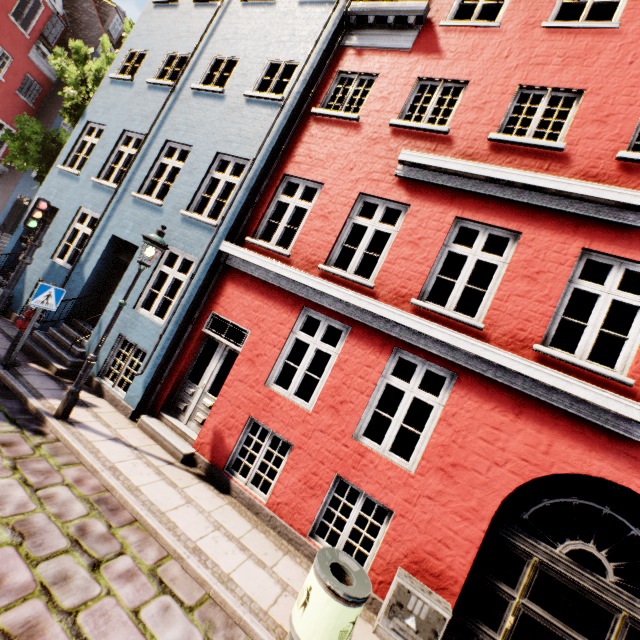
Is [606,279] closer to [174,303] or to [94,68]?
[174,303]

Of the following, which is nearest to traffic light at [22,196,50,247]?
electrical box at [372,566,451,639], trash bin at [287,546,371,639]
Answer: trash bin at [287,546,371,639]

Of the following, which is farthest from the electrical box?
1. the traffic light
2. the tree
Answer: the tree

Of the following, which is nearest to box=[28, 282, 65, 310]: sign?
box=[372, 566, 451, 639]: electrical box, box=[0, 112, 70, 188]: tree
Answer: box=[372, 566, 451, 639]: electrical box

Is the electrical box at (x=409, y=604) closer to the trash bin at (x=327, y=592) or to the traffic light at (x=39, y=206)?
the trash bin at (x=327, y=592)

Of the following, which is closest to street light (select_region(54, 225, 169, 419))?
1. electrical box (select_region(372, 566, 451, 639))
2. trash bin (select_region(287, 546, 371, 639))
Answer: trash bin (select_region(287, 546, 371, 639))

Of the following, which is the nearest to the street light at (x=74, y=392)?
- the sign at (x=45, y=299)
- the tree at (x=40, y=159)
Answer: the sign at (x=45, y=299)

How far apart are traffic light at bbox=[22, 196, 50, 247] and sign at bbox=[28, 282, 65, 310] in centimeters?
169cm
